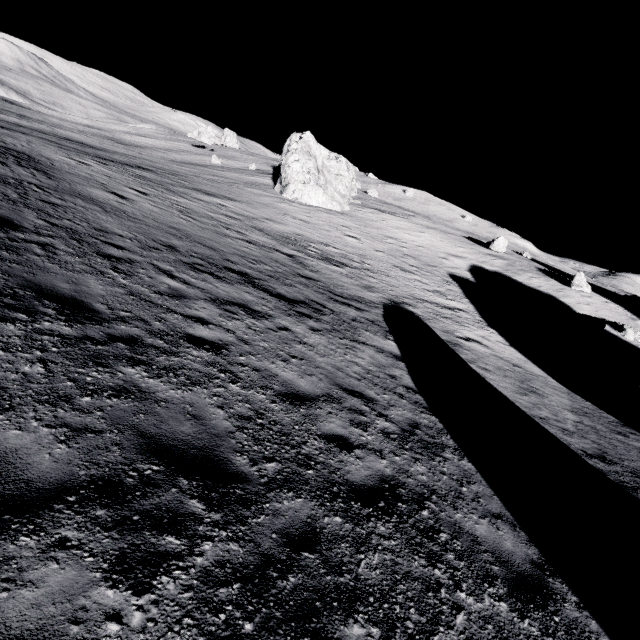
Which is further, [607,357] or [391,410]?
[607,357]

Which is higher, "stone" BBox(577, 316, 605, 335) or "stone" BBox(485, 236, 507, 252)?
"stone" BBox(485, 236, 507, 252)

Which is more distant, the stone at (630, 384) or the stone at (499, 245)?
the stone at (499, 245)

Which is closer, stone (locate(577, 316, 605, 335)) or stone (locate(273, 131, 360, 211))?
stone (locate(577, 316, 605, 335))

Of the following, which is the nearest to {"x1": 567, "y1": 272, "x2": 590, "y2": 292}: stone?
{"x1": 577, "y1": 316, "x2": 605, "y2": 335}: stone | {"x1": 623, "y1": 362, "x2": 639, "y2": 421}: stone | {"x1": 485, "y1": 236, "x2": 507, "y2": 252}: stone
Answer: {"x1": 577, "y1": 316, "x2": 605, "y2": 335}: stone

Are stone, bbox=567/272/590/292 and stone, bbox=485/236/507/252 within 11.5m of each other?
yes

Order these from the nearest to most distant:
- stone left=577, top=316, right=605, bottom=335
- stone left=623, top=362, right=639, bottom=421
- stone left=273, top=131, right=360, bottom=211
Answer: stone left=623, top=362, right=639, bottom=421
stone left=577, top=316, right=605, bottom=335
stone left=273, top=131, right=360, bottom=211

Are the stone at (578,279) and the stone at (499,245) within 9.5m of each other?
yes
